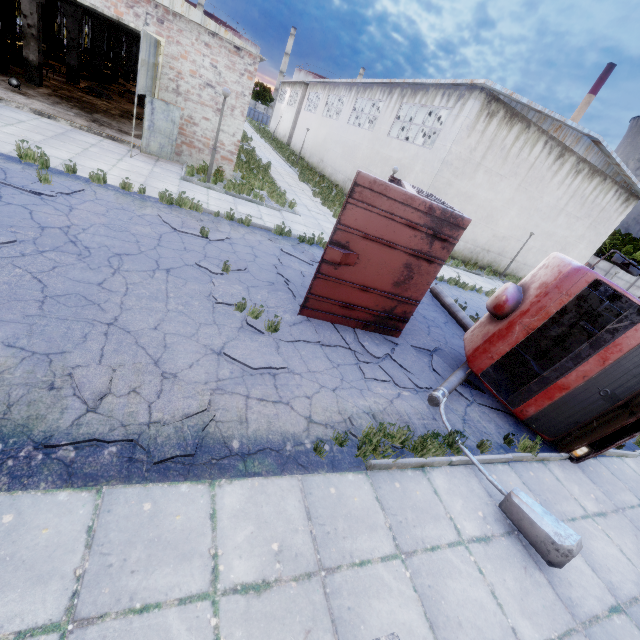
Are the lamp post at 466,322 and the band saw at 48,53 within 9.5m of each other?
no

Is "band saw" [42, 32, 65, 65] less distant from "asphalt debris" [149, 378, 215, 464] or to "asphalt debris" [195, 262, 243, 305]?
"asphalt debris" [195, 262, 243, 305]

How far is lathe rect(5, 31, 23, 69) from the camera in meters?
16.3 m

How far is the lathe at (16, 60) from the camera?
16.3m

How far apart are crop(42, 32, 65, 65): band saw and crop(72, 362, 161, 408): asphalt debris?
28.47m

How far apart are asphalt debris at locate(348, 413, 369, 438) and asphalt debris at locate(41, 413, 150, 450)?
2.0m

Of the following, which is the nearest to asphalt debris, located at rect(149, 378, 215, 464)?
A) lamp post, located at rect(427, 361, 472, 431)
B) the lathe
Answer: lamp post, located at rect(427, 361, 472, 431)

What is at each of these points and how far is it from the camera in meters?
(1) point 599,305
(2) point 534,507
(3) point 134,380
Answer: (1) truck, 6.6
(2) lamp post, 4.2
(3) asphalt debris, 4.0
